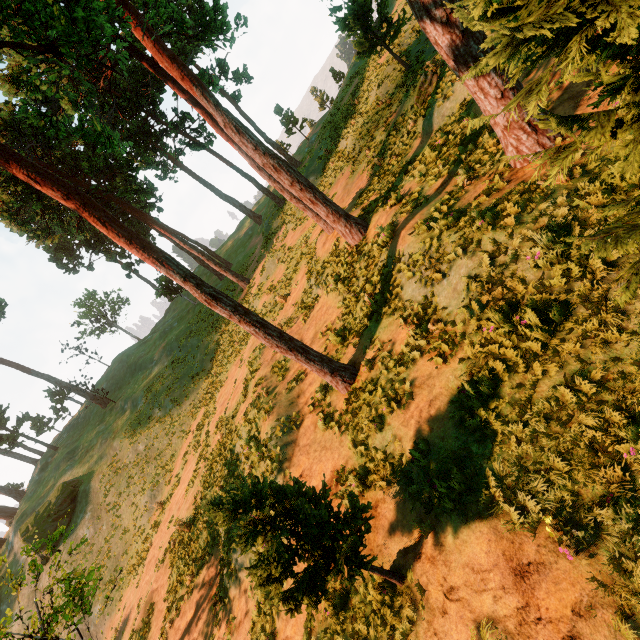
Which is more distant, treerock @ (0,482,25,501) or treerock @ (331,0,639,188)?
treerock @ (0,482,25,501)

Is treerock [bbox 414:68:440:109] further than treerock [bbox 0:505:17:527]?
No

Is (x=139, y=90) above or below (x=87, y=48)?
above

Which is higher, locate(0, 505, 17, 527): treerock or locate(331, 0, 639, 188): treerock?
locate(0, 505, 17, 527): treerock

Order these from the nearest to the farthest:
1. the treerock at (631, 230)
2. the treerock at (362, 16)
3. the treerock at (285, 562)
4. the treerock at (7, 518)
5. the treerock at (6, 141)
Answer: the treerock at (362, 16)
the treerock at (631, 230)
the treerock at (285, 562)
the treerock at (6, 141)
the treerock at (7, 518)

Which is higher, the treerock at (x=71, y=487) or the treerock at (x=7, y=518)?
the treerock at (x=7, y=518)

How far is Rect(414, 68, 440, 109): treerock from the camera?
14.3 meters
